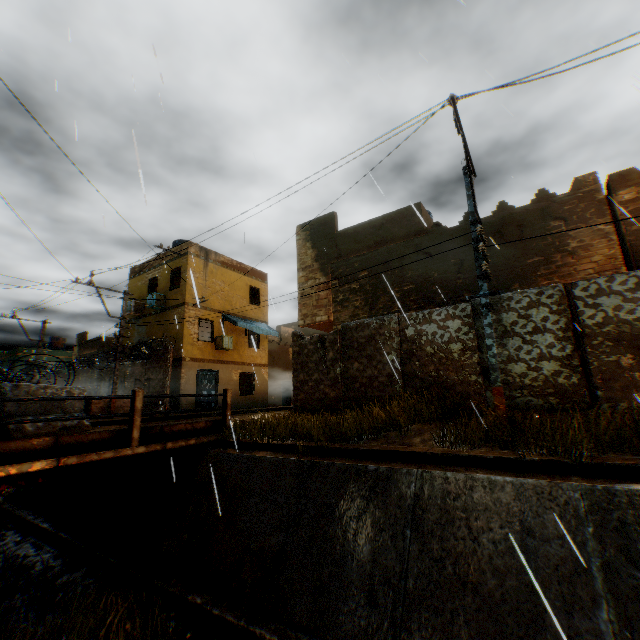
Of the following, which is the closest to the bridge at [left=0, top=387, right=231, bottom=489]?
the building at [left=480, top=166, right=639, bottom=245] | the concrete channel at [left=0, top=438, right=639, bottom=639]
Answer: the concrete channel at [left=0, top=438, right=639, bottom=639]

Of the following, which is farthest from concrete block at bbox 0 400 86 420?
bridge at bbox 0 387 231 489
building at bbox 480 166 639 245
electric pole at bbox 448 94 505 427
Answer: electric pole at bbox 448 94 505 427

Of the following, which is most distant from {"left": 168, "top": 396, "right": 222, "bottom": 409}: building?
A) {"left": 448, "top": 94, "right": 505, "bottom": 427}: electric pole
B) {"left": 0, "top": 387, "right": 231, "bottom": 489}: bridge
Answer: {"left": 0, "top": 387, "right": 231, "bottom": 489}: bridge

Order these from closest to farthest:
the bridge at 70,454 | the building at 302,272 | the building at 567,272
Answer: the bridge at 70,454 < the building at 567,272 < the building at 302,272

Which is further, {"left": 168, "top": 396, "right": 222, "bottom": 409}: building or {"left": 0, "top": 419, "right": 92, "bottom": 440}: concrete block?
{"left": 168, "top": 396, "right": 222, "bottom": 409}: building

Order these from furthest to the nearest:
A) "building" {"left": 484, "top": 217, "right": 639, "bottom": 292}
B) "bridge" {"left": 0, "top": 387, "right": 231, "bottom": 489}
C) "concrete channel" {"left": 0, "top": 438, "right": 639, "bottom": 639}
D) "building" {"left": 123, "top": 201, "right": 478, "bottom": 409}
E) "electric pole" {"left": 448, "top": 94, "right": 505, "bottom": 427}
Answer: "building" {"left": 123, "top": 201, "right": 478, "bottom": 409}, "building" {"left": 484, "top": 217, "right": 639, "bottom": 292}, "electric pole" {"left": 448, "top": 94, "right": 505, "bottom": 427}, "bridge" {"left": 0, "top": 387, "right": 231, "bottom": 489}, "concrete channel" {"left": 0, "top": 438, "right": 639, "bottom": 639}

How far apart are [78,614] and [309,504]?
4.2 meters

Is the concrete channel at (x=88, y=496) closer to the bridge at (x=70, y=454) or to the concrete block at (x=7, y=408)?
the bridge at (x=70, y=454)
